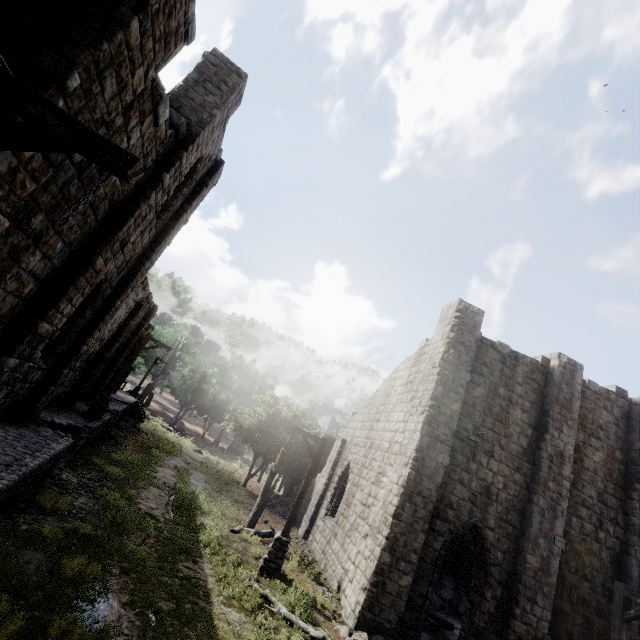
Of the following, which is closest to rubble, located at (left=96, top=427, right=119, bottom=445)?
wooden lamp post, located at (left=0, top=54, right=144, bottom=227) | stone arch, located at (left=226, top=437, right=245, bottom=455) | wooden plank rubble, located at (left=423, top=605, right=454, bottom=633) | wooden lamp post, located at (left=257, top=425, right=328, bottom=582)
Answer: wooden lamp post, located at (left=257, top=425, right=328, bottom=582)

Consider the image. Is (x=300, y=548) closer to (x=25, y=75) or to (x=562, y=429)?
(x=562, y=429)

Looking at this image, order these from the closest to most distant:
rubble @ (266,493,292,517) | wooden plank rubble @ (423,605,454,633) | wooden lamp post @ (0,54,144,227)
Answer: wooden lamp post @ (0,54,144,227) → wooden plank rubble @ (423,605,454,633) → rubble @ (266,493,292,517)

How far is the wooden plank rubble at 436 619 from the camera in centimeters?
1191cm

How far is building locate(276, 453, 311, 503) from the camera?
24.65m

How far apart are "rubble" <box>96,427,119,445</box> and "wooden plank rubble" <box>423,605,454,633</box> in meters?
16.7 m

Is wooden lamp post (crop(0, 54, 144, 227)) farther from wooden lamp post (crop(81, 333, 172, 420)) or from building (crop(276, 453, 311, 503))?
wooden lamp post (crop(81, 333, 172, 420))

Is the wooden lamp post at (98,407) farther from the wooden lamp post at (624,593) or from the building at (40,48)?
the wooden lamp post at (624,593)
